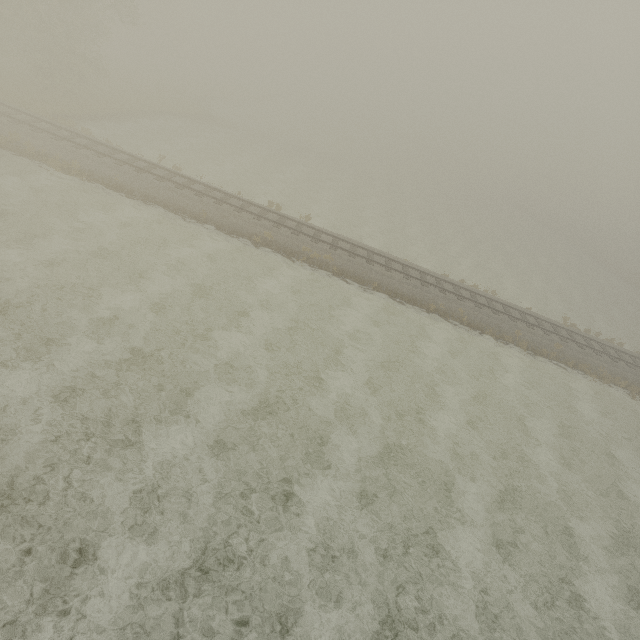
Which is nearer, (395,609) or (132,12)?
(395,609)
